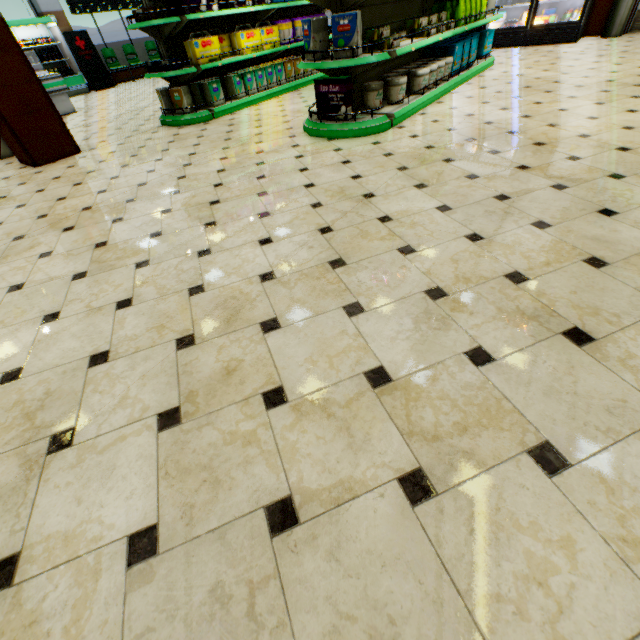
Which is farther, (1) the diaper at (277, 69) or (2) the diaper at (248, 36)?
(1) the diaper at (277, 69)

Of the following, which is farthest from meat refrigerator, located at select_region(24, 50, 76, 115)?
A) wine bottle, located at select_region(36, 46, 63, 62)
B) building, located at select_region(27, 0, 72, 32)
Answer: wine bottle, located at select_region(36, 46, 63, 62)

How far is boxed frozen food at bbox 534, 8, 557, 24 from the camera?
7.0 meters

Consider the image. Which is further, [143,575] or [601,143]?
[601,143]

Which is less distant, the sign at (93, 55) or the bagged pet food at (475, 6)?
the bagged pet food at (475, 6)

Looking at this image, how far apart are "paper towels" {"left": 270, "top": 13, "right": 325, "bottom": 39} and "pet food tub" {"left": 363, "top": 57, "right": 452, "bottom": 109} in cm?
320

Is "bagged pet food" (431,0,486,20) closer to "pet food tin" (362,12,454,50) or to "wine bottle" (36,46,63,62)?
"pet food tin" (362,12,454,50)

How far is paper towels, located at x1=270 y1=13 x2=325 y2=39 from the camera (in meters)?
6.20
